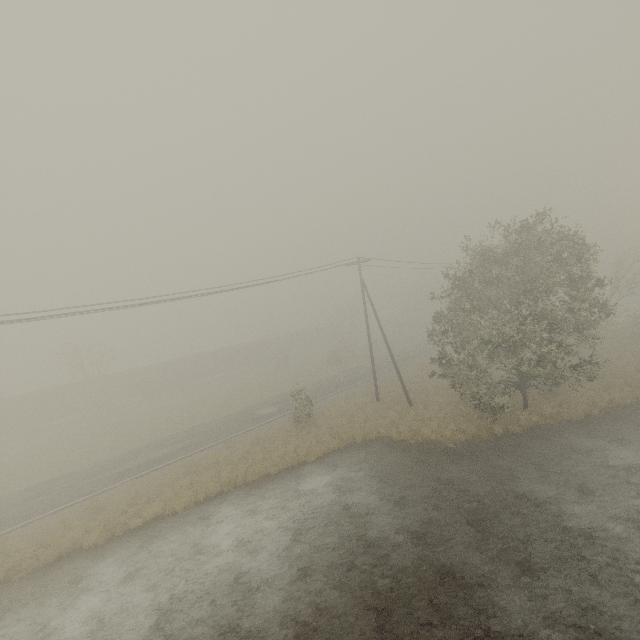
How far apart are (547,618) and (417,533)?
4.3 meters

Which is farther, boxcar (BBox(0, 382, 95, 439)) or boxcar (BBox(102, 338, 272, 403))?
boxcar (BBox(102, 338, 272, 403))

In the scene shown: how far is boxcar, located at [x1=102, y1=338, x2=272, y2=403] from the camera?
44.22m

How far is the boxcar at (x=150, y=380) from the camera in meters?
44.2 m

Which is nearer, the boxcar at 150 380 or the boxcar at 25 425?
the boxcar at 25 425
